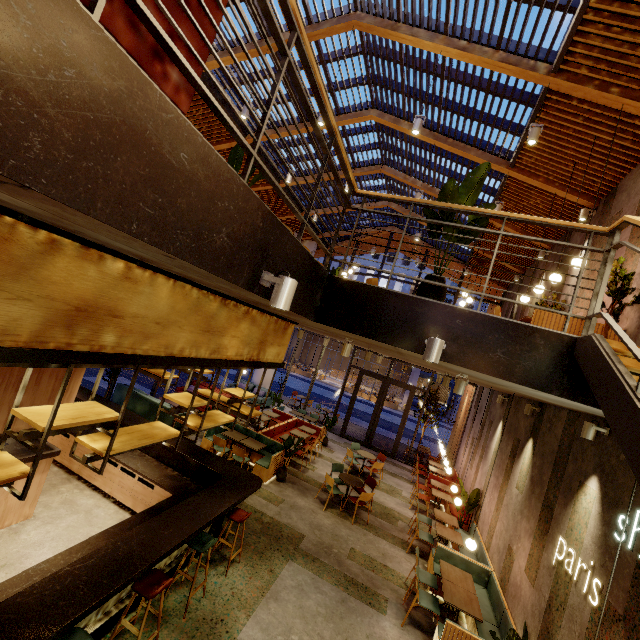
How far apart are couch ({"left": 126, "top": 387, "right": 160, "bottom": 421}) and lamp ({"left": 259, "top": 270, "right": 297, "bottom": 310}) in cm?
930

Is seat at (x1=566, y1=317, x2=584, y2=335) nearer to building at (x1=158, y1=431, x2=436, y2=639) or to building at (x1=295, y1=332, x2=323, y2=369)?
building at (x1=158, y1=431, x2=436, y2=639)

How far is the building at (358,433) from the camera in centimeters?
1725cm

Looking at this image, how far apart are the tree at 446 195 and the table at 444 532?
7.88m

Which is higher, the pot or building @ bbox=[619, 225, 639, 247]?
building @ bbox=[619, 225, 639, 247]

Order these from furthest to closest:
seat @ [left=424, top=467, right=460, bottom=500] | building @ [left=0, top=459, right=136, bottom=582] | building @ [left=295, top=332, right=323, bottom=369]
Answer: building @ [left=295, top=332, right=323, bottom=369], seat @ [left=424, top=467, right=460, bottom=500], building @ [left=0, top=459, right=136, bottom=582]

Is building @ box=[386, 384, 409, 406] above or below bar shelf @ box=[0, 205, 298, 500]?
below

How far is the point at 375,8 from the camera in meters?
6.5
